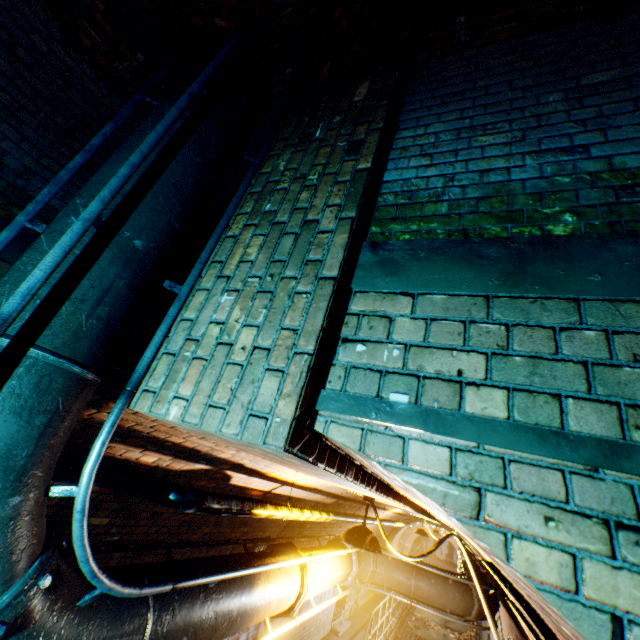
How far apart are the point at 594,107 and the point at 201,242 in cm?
214

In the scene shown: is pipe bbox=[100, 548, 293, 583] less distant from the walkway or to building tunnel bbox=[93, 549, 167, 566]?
building tunnel bbox=[93, 549, 167, 566]

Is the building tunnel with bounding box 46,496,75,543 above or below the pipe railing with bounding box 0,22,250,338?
below

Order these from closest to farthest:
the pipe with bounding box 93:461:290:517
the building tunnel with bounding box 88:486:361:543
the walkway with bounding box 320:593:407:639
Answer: the pipe with bounding box 93:461:290:517 < the building tunnel with bounding box 88:486:361:543 < the walkway with bounding box 320:593:407:639

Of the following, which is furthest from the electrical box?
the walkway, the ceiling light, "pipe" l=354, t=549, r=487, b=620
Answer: the ceiling light

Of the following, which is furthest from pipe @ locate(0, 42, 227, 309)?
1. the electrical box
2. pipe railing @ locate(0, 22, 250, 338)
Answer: the electrical box

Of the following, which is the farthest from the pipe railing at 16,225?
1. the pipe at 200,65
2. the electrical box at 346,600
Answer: the electrical box at 346,600
